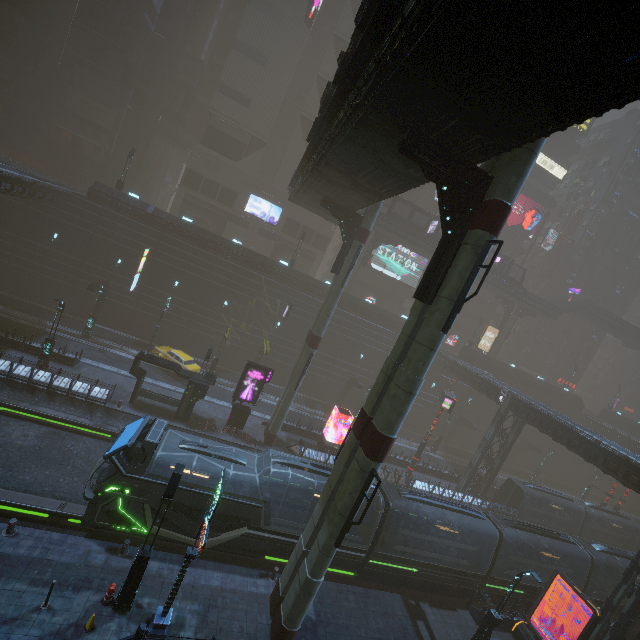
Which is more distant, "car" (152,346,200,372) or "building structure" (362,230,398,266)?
"building structure" (362,230,398,266)

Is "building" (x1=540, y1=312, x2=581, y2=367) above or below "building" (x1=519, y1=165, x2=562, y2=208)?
below

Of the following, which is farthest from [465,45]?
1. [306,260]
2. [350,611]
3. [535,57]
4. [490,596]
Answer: [306,260]

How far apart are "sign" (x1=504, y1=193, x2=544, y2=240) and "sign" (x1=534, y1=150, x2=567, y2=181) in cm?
555

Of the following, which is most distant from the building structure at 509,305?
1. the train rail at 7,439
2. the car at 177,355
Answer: the car at 177,355

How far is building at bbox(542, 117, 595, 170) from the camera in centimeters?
5178cm

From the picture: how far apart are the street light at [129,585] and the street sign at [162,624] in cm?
83

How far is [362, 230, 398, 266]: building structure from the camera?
42.4m
